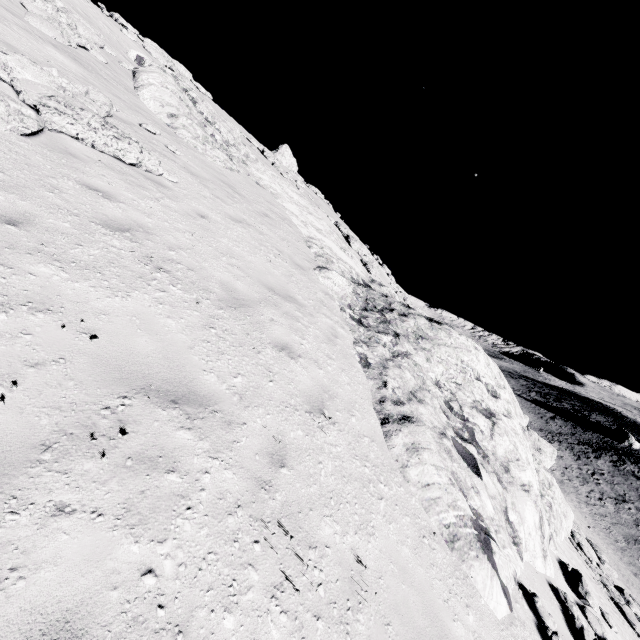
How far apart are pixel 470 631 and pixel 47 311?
6.21m

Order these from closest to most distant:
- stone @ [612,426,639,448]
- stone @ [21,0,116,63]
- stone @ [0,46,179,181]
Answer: stone @ [0,46,179,181] < stone @ [21,0,116,63] < stone @ [612,426,639,448]

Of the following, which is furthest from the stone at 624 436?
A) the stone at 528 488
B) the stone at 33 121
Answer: the stone at 33 121

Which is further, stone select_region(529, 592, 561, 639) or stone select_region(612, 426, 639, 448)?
stone select_region(612, 426, 639, 448)

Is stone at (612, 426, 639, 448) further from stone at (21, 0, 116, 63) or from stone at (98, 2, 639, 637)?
stone at (21, 0, 116, 63)

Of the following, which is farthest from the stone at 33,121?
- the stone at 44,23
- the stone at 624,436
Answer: the stone at 624,436

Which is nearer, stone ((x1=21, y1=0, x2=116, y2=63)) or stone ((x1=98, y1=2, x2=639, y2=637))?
stone ((x1=98, y1=2, x2=639, y2=637))
